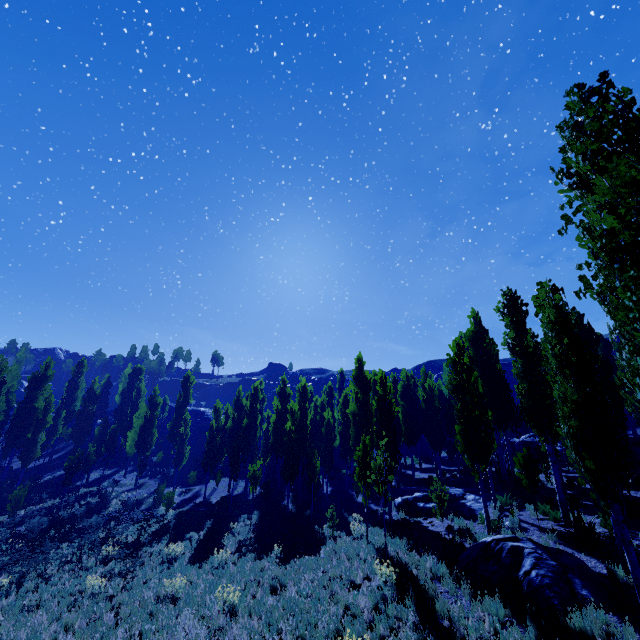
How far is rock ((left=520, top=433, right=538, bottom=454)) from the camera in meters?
32.3 m

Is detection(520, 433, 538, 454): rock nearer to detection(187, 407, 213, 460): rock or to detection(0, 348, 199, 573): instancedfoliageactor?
detection(0, 348, 199, 573): instancedfoliageactor

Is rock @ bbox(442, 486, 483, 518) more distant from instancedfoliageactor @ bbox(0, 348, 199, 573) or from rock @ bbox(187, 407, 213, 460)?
rock @ bbox(187, 407, 213, 460)

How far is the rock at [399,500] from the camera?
17.9m

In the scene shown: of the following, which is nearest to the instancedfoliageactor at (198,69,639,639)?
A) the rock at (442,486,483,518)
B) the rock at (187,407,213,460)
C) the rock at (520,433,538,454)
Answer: the rock at (442,486,483,518)

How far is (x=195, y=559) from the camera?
15.4m

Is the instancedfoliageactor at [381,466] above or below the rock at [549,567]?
above

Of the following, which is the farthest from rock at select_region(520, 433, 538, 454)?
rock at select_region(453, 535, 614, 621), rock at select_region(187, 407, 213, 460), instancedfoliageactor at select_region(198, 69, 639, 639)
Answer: rock at select_region(187, 407, 213, 460)
